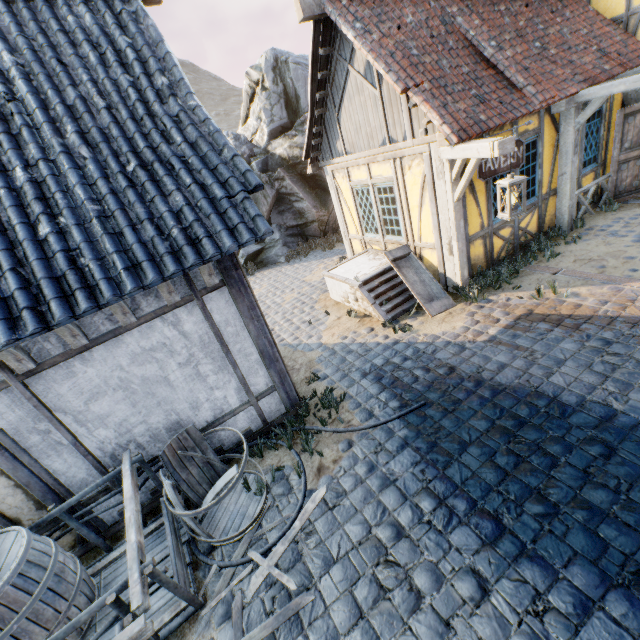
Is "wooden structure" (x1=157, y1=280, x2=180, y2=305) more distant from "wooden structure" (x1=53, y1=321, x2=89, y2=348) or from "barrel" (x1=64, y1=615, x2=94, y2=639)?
"barrel" (x1=64, y1=615, x2=94, y2=639)

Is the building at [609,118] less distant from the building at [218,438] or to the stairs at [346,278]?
the stairs at [346,278]

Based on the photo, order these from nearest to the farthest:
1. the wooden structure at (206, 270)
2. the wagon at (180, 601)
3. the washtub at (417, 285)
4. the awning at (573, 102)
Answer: A: the wagon at (180, 601) → the wooden structure at (206, 270) → the awning at (573, 102) → the washtub at (417, 285)

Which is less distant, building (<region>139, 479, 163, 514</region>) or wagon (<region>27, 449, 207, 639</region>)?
wagon (<region>27, 449, 207, 639</region>)

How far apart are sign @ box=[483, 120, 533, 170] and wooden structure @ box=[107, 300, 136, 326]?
5.8m

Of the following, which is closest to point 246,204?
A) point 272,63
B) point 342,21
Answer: point 342,21

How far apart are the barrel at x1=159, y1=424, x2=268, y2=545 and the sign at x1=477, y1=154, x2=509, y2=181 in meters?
5.7

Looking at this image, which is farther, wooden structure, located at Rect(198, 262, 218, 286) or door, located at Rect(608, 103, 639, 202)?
door, located at Rect(608, 103, 639, 202)
